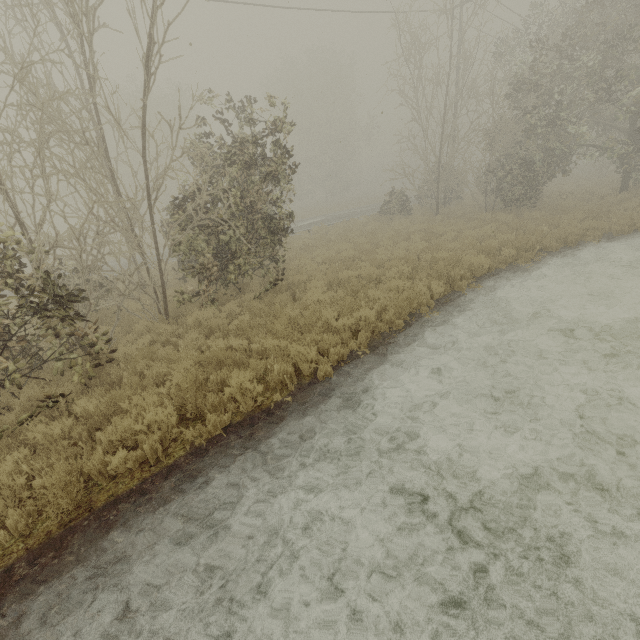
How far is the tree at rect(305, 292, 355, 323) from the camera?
7.3m

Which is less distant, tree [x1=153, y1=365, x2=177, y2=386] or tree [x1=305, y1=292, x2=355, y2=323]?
tree [x1=153, y1=365, x2=177, y2=386]

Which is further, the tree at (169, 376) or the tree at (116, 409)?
the tree at (169, 376)

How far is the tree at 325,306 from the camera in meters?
7.3

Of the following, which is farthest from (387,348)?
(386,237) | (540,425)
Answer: (386,237)

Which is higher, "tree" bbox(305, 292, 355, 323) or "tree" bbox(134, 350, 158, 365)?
"tree" bbox(134, 350, 158, 365)
